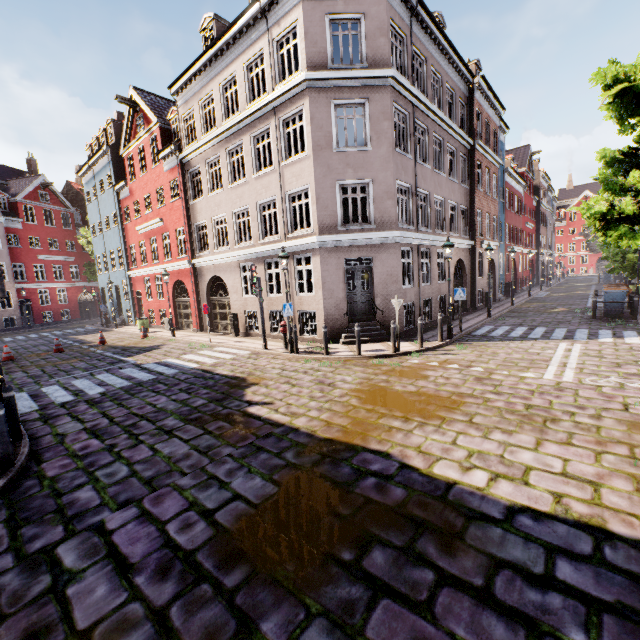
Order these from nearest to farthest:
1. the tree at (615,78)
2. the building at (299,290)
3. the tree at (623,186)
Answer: the tree at (615,78)
the tree at (623,186)
the building at (299,290)

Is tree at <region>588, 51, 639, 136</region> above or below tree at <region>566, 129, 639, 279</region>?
above

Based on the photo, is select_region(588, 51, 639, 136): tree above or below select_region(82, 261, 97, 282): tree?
above

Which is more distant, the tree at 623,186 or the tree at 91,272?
the tree at 91,272

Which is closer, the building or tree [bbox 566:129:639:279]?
tree [bbox 566:129:639:279]

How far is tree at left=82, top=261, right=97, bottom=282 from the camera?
32.12m

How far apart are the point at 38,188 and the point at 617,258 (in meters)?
51.69

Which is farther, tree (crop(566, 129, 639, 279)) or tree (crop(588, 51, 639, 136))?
tree (crop(566, 129, 639, 279))
